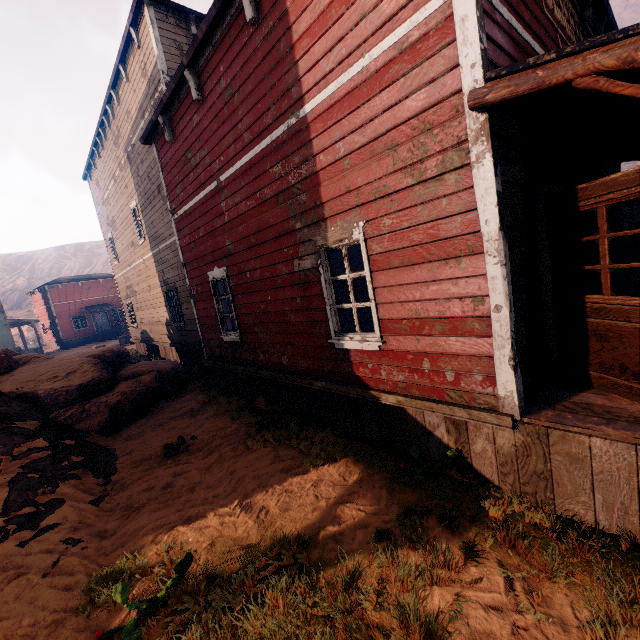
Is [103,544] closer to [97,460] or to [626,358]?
[97,460]

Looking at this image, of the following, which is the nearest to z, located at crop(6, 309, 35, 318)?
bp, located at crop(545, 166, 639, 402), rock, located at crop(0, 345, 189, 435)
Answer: rock, located at crop(0, 345, 189, 435)

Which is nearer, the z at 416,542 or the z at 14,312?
the z at 416,542

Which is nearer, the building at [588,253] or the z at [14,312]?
the building at [588,253]

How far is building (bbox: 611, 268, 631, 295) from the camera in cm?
781

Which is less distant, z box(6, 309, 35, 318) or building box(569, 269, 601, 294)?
building box(569, 269, 601, 294)

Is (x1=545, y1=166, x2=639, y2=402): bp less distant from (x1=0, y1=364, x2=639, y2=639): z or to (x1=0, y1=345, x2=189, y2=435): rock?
(x1=0, y1=364, x2=639, y2=639): z
